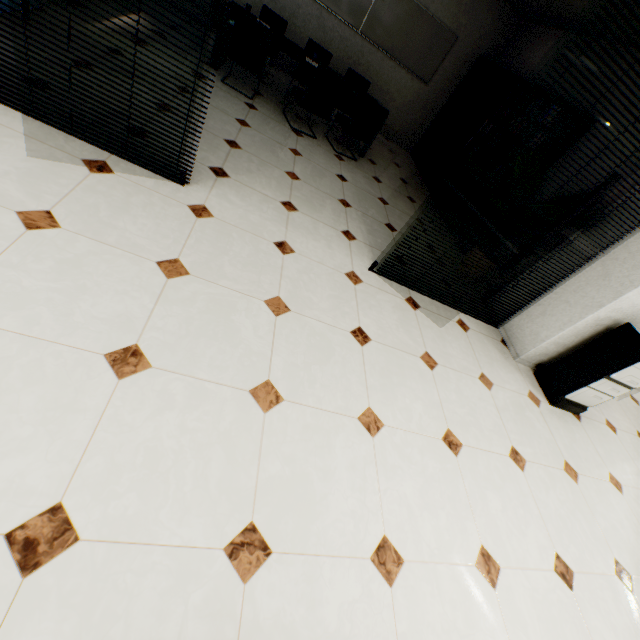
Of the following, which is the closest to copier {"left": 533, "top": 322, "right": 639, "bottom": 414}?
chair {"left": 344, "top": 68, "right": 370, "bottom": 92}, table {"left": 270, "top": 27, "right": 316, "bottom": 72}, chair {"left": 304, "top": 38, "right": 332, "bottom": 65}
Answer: table {"left": 270, "top": 27, "right": 316, "bottom": 72}

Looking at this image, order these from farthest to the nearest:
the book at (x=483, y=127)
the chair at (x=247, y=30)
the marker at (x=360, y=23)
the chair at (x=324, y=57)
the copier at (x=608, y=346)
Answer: the marker at (x=360, y=23) → the chair at (x=324, y=57) → the book at (x=483, y=127) → the chair at (x=247, y=30) → the copier at (x=608, y=346)

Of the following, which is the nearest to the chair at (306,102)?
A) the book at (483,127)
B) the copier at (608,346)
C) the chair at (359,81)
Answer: the chair at (359,81)

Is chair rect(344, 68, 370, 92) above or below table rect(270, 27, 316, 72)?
above

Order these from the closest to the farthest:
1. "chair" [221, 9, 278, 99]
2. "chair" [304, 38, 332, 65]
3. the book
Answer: "chair" [221, 9, 278, 99] → the book → "chair" [304, 38, 332, 65]

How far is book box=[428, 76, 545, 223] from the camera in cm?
507

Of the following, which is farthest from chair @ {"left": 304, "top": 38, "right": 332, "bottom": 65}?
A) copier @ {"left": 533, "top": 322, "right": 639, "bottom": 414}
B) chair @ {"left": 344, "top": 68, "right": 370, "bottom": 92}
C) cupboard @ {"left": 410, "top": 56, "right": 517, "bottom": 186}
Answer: copier @ {"left": 533, "top": 322, "right": 639, "bottom": 414}

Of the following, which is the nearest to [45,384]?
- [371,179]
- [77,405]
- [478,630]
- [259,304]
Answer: [77,405]
